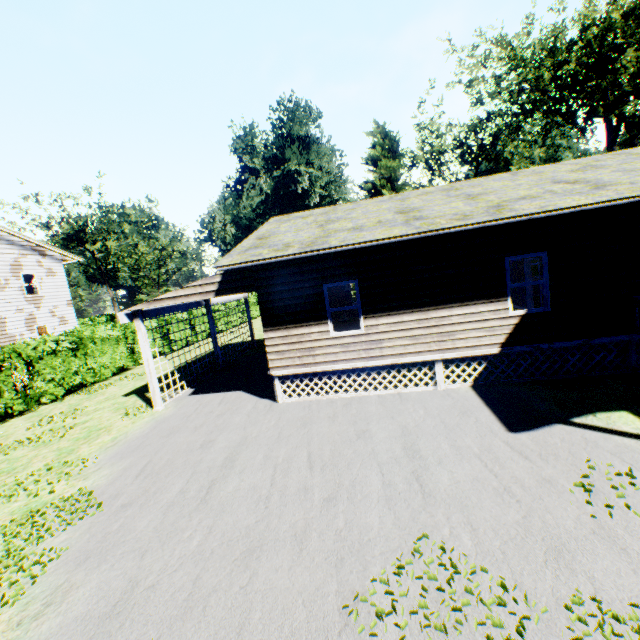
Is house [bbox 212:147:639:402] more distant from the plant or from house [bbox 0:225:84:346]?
the plant

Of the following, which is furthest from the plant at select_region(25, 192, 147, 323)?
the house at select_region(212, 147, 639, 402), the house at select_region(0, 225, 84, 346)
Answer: the house at select_region(212, 147, 639, 402)

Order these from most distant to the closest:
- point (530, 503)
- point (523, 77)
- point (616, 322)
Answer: point (523, 77) → point (616, 322) → point (530, 503)

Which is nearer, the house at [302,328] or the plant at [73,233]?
the house at [302,328]

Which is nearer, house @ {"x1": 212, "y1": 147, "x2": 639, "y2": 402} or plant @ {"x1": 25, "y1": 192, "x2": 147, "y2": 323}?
house @ {"x1": 212, "y1": 147, "x2": 639, "y2": 402}

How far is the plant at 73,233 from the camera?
40.9m

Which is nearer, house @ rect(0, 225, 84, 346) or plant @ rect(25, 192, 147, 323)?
Answer: house @ rect(0, 225, 84, 346)
